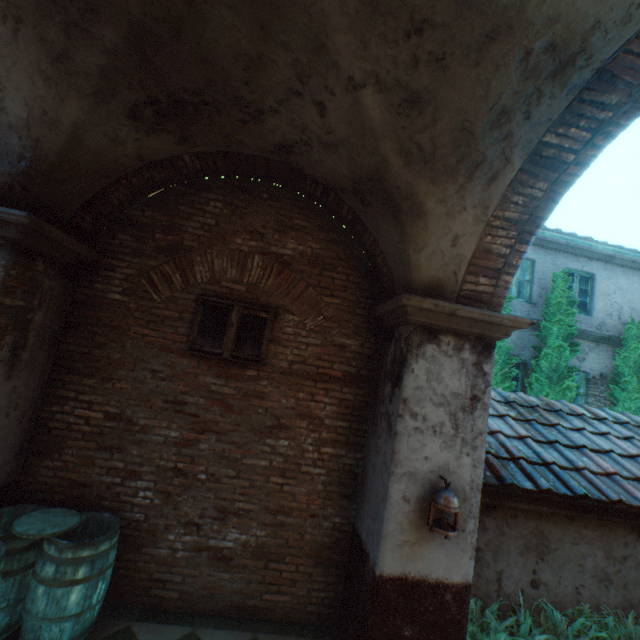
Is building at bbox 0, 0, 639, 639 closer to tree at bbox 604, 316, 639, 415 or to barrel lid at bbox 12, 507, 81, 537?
barrel lid at bbox 12, 507, 81, 537

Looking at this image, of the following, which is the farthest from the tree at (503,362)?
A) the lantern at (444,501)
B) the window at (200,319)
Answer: the window at (200,319)

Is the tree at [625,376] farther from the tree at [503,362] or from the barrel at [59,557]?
the barrel at [59,557]

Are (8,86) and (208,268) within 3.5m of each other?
yes

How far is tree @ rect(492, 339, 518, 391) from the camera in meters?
7.7

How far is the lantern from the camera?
3.0 meters

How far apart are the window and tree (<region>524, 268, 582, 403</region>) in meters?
7.4

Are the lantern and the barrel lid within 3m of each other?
no
